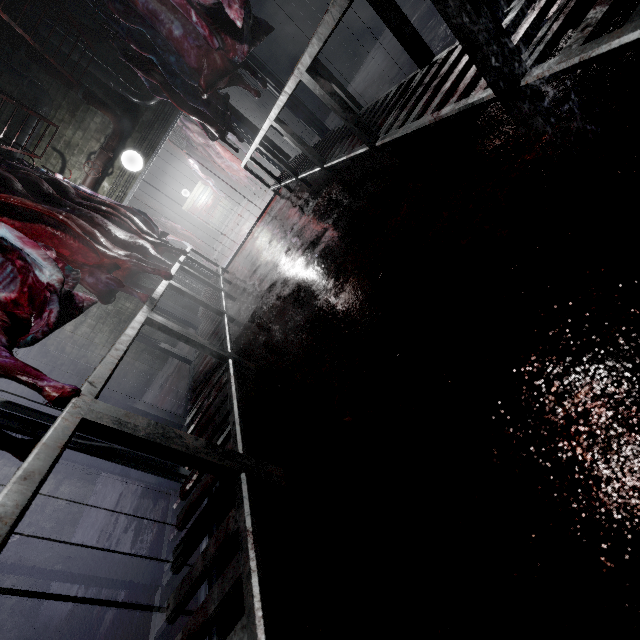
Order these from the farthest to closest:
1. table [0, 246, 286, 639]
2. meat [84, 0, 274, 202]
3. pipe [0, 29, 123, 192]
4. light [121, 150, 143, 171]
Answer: light [121, 150, 143, 171] < pipe [0, 29, 123, 192] < meat [84, 0, 274, 202] < table [0, 246, 286, 639]

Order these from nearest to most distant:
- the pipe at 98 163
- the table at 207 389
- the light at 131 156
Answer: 1. the table at 207 389
2. the pipe at 98 163
3. the light at 131 156

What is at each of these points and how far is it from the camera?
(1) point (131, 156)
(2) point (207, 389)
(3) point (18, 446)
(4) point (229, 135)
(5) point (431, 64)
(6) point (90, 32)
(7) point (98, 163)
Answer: (1) light, 5.2m
(2) table, 2.1m
(3) meat, 1.0m
(4) meat, 6.8m
(5) table, 1.9m
(6) pipe, 4.5m
(7) pipe, 5.0m

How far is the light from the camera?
5.2m

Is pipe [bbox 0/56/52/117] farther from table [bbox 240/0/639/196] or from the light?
table [bbox 240/0/639/196]

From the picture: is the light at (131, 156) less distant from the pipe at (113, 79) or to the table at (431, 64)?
the pipe at (113, 79)

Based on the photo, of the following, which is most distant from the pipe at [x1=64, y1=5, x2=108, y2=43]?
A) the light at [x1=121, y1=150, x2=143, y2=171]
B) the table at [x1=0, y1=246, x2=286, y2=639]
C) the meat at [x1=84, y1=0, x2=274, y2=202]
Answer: the table at [x1=0, y1=246, x2=286, y2=639]

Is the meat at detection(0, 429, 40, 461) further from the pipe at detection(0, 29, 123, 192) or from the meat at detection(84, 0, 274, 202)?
the meat at detection(84, 0, 274, 202)
